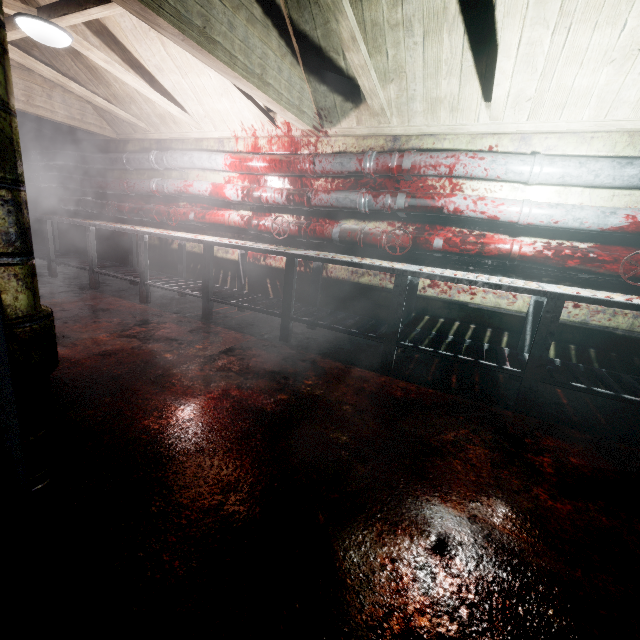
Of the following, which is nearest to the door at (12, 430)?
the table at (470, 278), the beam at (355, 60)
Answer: the beam at (355, 60)

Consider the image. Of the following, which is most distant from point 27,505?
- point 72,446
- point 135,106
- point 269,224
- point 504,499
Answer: point 135,106

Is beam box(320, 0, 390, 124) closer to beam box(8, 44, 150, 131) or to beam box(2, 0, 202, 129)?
beam box(2, 0, 202, 129)

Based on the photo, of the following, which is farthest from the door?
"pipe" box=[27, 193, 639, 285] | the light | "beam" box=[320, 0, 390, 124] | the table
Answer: the light

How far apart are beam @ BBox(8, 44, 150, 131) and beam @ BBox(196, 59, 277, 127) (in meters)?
0.12

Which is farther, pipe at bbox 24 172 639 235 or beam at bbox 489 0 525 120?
pipe at bbox 24 172 639 235

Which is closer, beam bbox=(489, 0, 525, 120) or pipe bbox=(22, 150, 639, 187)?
beam bbox=(489, 0, 525, 120)

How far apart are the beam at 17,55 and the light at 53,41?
0.0 meters
